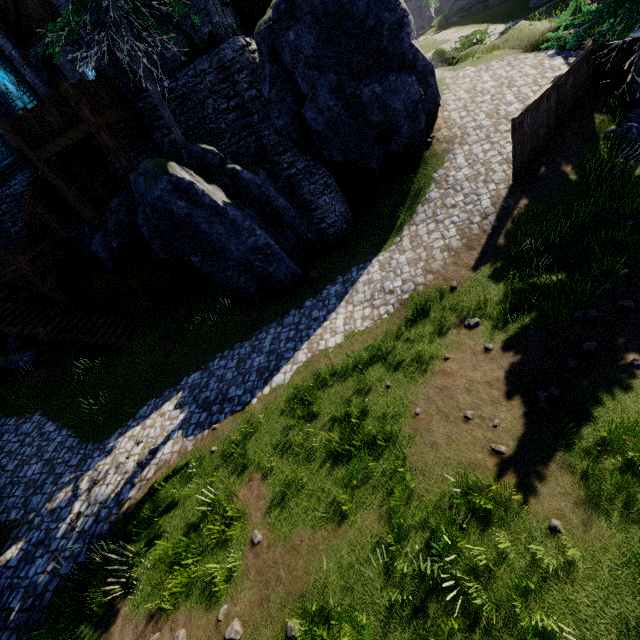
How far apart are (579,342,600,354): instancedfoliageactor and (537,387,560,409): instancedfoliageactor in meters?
1.1 m

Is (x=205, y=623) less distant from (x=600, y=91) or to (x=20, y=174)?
(x=600, y=91)

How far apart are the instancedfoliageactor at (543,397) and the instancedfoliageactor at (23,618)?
12.1 meters

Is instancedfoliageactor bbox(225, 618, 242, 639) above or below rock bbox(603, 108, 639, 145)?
below

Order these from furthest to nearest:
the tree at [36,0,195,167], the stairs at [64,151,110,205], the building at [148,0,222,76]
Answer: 1. the stairs at [64,151,110,205]
2. the building at [148,0,222,76]
3. the tree at [36,0,195,167]

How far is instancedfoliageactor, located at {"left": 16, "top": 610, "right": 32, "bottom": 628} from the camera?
7.38m

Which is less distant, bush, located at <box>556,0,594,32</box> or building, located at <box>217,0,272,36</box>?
building, located at <box>217,0,272,36</box>

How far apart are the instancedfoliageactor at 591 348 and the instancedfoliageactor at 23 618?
13.6 meters
